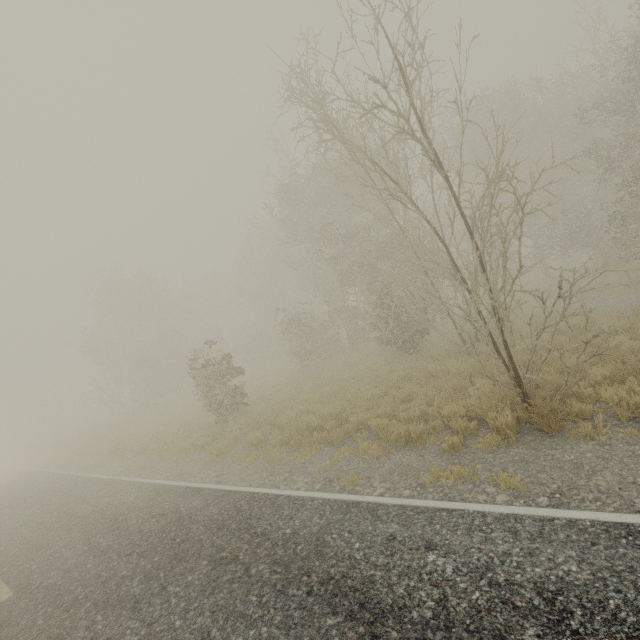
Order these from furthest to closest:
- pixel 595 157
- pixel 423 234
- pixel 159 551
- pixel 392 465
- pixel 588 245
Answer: pixel 588 245
pixel 595 157
pixel 423 234
pixel 392 465
pixel 159 551
